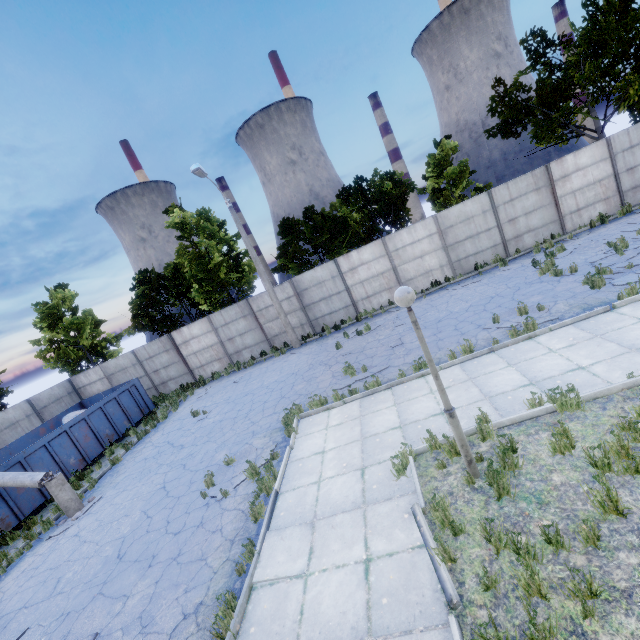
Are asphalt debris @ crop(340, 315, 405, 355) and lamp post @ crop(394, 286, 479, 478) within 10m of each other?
yes

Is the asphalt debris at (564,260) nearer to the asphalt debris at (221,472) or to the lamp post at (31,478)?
the asphalt debris at (221,472)

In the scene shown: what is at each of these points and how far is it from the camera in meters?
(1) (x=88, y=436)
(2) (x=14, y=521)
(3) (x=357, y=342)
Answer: (1) garbage container, 14.6
(2) garbage container, 11.1
(3) asphalt debris, 14.7

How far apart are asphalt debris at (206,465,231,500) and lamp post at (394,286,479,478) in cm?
539

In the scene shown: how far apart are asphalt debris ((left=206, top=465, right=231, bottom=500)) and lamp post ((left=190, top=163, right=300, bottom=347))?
9.1 meters

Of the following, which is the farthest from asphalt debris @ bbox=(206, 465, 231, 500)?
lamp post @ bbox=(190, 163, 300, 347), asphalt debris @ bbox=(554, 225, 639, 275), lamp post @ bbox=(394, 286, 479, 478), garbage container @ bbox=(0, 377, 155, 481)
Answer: asphalt debris @ bbox=(554, 225, 639, 275)

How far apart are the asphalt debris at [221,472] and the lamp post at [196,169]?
9.14m

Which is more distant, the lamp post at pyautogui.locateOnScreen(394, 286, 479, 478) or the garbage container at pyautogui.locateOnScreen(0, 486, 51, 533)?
the garbage container at pyautogui.locateOnScreen(0, 486, 51, 533)
